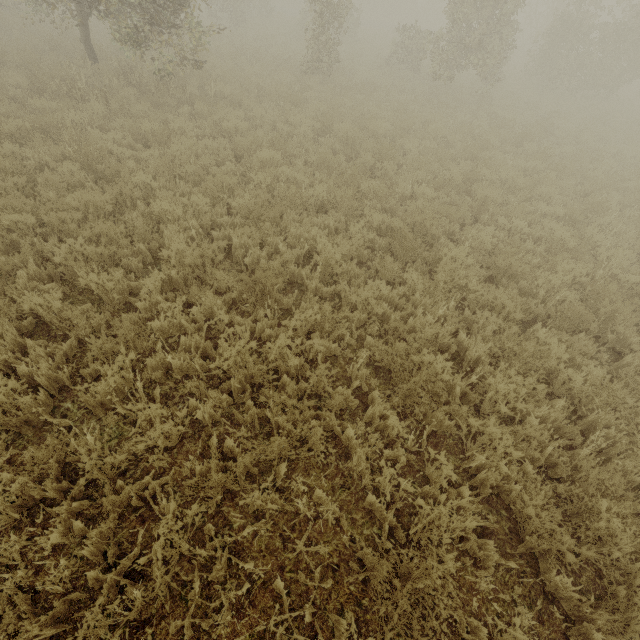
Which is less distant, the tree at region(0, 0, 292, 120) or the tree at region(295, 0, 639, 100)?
the tree at region(0, 0, 292, 120)

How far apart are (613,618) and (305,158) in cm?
935

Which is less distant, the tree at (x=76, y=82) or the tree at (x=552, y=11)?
the tree at (x=76, y=82)
